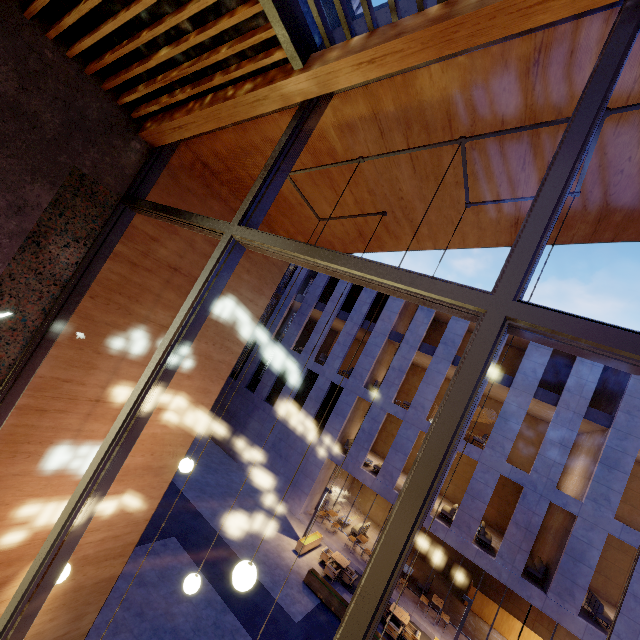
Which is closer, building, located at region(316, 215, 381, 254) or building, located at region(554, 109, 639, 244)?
building, located at region(554, 109, 639, 244)

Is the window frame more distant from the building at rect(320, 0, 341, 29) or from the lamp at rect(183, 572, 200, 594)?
the lamp at rect(183, 572, 200, 594)

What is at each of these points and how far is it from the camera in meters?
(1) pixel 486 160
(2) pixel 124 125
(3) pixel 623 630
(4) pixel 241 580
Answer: (1) building, 3.3
(2) building, 3.4
(3) building, 11.8
(4) lamp, 2.5

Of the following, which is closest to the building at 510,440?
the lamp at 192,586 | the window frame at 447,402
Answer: the lamp at 192,586

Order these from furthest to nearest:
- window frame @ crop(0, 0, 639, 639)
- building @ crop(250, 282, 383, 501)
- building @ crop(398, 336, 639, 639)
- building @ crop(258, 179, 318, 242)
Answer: building @ crop(250, 282, 383, 501)
building @ crop(398, 336, 639, 639)
building @ crop(258, 179, 318, 242)
window frame @ crop(0, 0, 639, 639)

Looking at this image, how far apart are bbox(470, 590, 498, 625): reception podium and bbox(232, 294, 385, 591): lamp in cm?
2200

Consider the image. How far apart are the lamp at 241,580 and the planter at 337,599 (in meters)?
13.44

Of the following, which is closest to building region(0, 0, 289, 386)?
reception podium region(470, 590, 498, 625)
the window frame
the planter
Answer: the window frame
